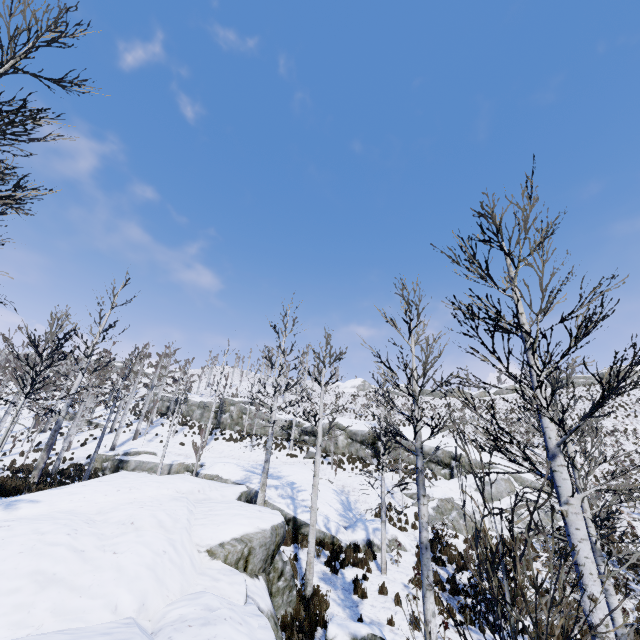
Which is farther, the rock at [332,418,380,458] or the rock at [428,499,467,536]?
the rock at [332,418,380,458]

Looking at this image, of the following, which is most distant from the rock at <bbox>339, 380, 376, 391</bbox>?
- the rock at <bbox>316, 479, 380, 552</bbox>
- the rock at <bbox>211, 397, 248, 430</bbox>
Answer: the rock at <bbox>316, 479, 380, 552</bbox>

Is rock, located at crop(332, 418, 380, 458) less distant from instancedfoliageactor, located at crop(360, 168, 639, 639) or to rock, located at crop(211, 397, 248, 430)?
rock, located at crop(211, 397, 248, 430)

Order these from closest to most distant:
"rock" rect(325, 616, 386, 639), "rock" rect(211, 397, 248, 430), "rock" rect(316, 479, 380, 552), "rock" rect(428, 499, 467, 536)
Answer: "rock" rect(325, 616, 386, 639)
"rock" rect(316, 479, 380, 552)
"rock" rect(428, 499, 467, 536)
"rock" rect(211, 397, 248, 430)

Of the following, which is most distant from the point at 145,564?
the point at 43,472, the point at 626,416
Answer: the point at 626,416

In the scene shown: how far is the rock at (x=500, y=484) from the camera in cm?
1929

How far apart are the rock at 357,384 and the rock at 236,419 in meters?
A: 24.5

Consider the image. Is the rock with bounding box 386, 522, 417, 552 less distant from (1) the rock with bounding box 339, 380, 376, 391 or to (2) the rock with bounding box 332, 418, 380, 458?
(2) the rock with bounding box 332, 418, 380, 458
